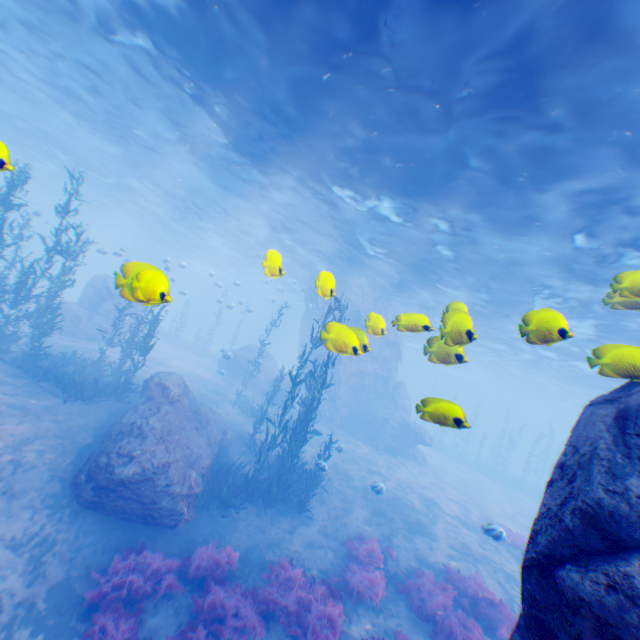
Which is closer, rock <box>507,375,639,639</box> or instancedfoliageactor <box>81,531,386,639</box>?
rock <box>507,375,639,639</box>

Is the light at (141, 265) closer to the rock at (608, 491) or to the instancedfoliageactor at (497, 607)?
the rock at (608, 491)

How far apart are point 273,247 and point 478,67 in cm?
2344

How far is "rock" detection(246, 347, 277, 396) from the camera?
26.7m

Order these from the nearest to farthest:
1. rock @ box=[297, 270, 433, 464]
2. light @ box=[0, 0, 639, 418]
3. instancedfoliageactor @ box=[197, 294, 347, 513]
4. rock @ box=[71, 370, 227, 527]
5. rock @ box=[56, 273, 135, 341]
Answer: rock @ box=[297, 270, 433, 464]
light @ box=[0, 0, 639, 418]
rock @ box=[71, 370, 227, 527]
instancedfoliageactor @ box=[197, 294, 347, 513]
rock @ box=[56, 273, 135, 341]

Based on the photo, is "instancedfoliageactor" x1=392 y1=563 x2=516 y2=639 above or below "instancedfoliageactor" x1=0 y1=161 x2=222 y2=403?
below

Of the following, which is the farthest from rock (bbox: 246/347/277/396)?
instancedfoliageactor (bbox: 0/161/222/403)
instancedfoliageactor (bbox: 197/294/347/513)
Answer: instancedfoliageactor (bbox: 197/294/347/513)

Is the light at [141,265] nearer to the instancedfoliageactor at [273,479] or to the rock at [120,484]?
the rock at [120,484]
